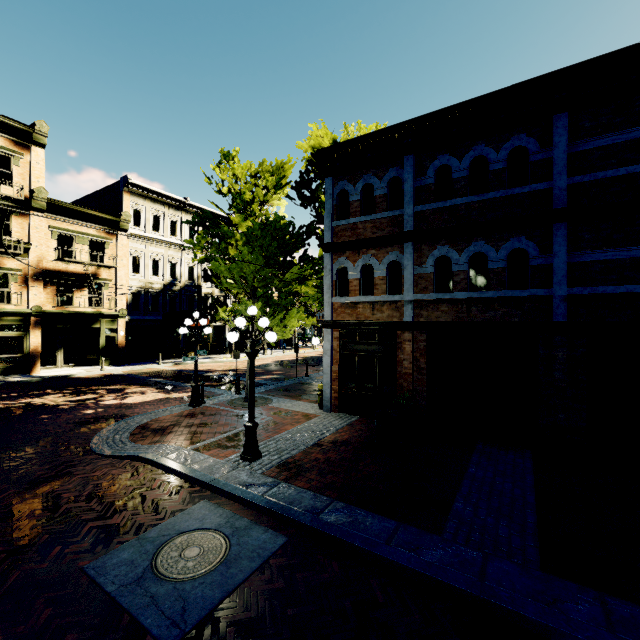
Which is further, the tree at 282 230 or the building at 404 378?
the tree at 282 230

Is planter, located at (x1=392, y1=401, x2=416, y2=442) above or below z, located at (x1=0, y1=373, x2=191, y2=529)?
above

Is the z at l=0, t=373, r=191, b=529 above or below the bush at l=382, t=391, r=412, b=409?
below

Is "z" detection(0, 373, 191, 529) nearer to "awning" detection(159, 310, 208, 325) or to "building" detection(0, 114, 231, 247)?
"building" detection(0, 114, 231, 247)

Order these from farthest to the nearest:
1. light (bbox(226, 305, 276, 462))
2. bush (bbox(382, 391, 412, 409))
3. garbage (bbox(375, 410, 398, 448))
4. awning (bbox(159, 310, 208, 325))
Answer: awning (bbox(159, 310, 208, 325)) → bush (bbox(382, 391, 412, 409)) → garbage (bbox(375, 410, 398, 448)) → light (bbox(226, 305, 276, 462))

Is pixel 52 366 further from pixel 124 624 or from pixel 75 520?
pixel 124 624

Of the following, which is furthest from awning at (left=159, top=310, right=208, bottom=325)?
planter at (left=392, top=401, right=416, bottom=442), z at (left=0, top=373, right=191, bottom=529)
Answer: planter at (left=392, top=401, right=416, bottom=442)

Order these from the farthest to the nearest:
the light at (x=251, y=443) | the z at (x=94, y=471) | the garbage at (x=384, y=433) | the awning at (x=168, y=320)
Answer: the awning at (x=168, y=320), the garbage at (x=384, y=433), the light at (x=251, y=443), the z at (x=94, y=471)
